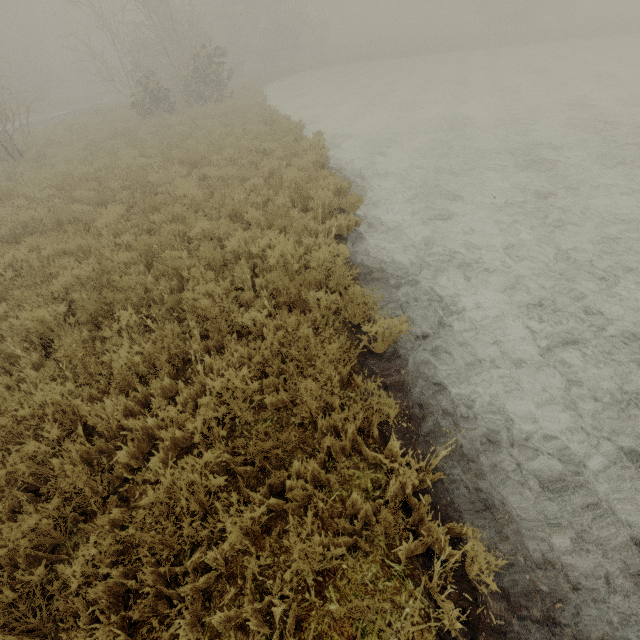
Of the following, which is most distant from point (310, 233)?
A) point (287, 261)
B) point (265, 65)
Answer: point (265, 65)
